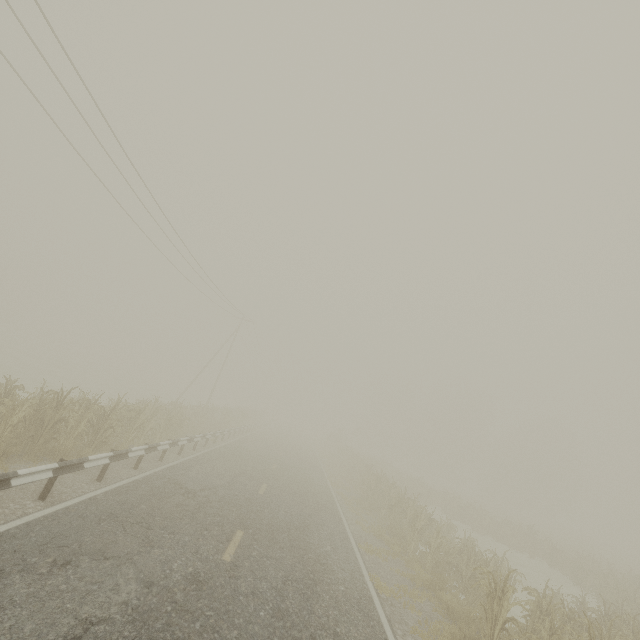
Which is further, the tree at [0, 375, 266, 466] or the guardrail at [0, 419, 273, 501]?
the tree at [0, 375, 266, 466]

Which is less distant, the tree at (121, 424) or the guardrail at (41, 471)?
the guardrail at (41, 471)

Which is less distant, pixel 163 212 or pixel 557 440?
pixel 163 212
